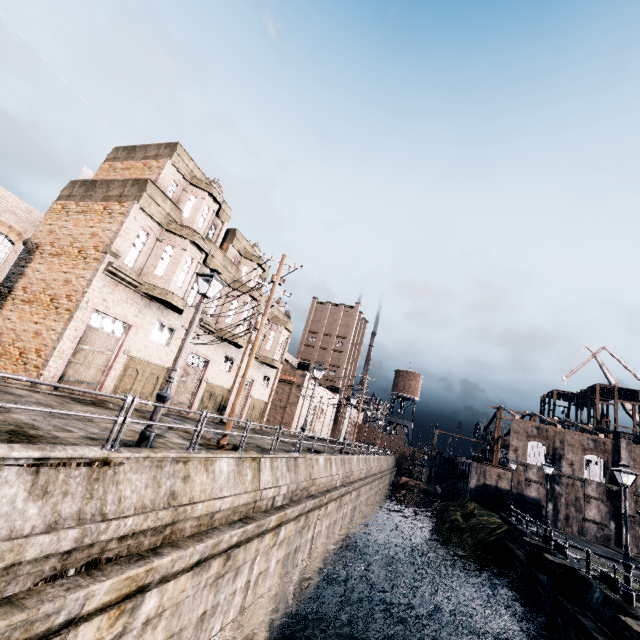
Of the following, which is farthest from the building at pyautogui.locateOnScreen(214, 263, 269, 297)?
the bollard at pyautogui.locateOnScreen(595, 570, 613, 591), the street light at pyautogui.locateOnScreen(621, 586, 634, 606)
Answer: the bollard at pyautogui.locateOnScreen(595, 570, 613, 591)

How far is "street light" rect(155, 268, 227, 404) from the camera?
9.46m

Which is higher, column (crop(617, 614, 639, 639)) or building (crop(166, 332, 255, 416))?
building (crop(166, 332, 255, 416))

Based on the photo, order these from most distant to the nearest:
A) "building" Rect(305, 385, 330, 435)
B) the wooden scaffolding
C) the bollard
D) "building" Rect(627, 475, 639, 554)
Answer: "building" Rect(305, 385, 330, 435)
the wooden scaffolding
"building" Rect(627, 475, 639, 554)
the bollard

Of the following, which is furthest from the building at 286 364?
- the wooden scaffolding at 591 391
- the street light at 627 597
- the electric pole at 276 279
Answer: the wooden scaffolding at 591 391

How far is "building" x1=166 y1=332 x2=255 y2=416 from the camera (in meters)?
23.62

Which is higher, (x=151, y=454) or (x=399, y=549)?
(x=151, y=454)

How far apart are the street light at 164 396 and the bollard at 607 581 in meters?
23.2
